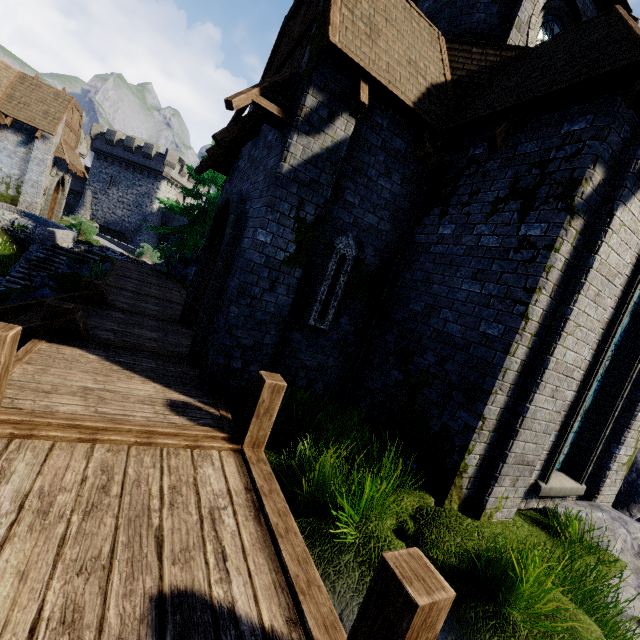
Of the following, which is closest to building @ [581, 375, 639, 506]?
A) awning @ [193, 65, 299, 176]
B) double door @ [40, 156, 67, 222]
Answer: awning @ [193, 65, 299, 176]

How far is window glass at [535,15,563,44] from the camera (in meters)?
8.26

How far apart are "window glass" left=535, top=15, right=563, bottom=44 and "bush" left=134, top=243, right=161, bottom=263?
27.02m

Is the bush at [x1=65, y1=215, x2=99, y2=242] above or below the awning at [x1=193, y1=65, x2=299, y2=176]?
below

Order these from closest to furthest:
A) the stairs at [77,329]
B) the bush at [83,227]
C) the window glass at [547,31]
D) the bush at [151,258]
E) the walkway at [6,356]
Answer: the walkway at [6,356] < the stairs at [77,329] < the window glass at [547,31] < the bush at [83,227] < the bush at [151,258]

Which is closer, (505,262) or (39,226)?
(505,262)

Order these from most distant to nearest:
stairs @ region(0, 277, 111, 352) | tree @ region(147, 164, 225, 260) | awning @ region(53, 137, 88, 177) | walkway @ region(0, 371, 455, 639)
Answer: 1. awning @ region(53, 137, 88, 177)
2. tree @ region(147, 164, 225, 260)
3. stairs @ region(0, 277, 111, 352)
4. walkway @ region(0, 371, 455, 639)

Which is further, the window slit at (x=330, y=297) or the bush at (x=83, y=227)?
the bush at (x=83, y=227)
